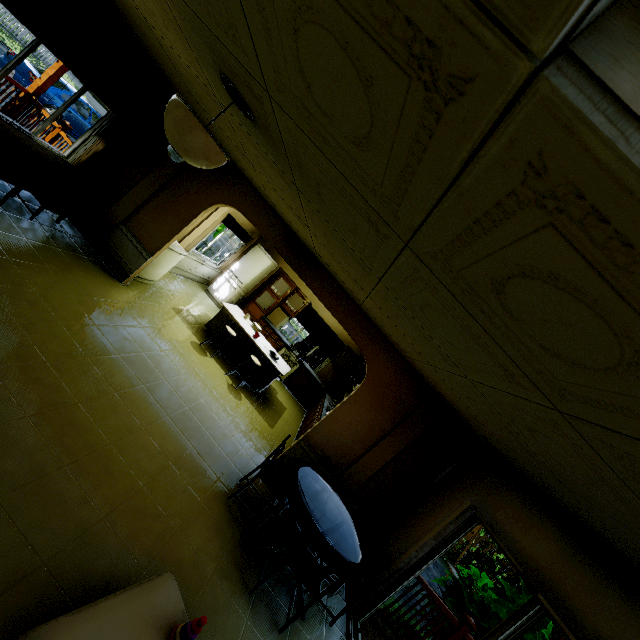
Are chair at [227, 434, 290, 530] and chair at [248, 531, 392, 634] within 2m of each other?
yes

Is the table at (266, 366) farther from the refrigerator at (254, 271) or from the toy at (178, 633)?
the toy at (178, 633)

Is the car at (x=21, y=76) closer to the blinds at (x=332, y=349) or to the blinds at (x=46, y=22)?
the blinds at (x=46, y=22)

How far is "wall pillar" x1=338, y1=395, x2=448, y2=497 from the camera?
5.1 meters

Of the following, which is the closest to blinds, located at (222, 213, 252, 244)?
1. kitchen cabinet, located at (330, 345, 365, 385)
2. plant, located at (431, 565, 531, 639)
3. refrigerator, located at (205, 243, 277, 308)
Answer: refrigerator, located at (205, 243, 277, 308)

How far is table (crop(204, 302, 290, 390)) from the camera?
7.0m

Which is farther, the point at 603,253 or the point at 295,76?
the point at 295,76

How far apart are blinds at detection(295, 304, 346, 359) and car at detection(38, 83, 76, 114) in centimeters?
1054cm
